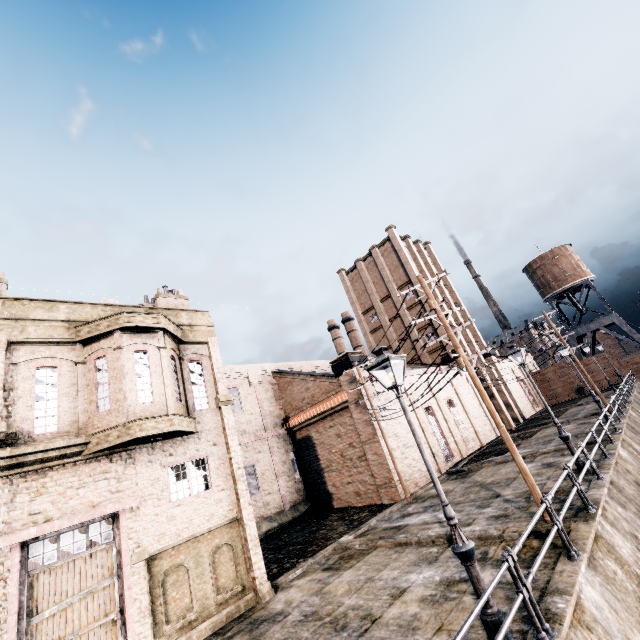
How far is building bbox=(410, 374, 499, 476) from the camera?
25.7m

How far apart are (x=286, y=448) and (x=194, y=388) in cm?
1651

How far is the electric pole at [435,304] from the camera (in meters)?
10.18

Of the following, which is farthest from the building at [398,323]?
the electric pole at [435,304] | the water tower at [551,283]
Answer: the water tower at [551,283]

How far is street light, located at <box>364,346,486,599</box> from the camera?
6.1 meters

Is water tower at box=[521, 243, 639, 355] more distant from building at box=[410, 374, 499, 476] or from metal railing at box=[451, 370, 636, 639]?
metal railing at box=[451, 370, 636, 639]

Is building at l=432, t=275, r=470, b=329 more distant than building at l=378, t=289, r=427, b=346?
Yes
